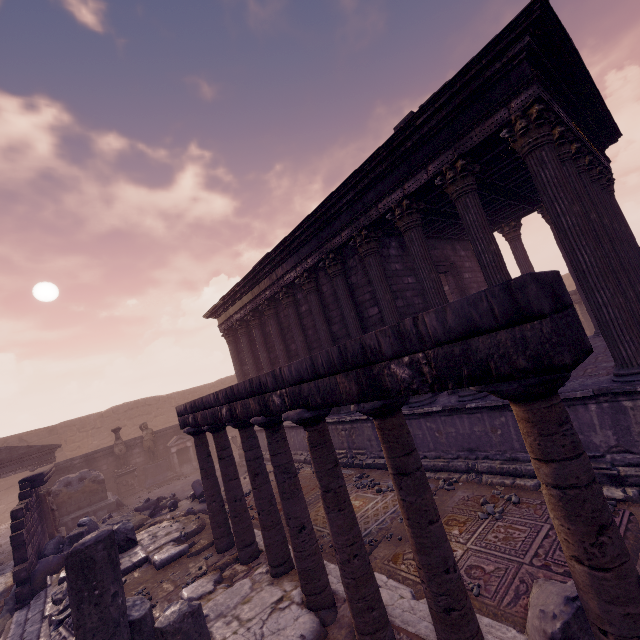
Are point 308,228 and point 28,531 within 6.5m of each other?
no

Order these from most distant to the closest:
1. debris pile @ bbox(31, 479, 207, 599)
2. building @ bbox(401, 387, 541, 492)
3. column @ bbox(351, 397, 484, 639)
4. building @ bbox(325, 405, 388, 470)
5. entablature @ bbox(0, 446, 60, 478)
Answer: entablature @ bbox(0, 446, 60, 478), building @ bbox(325, 405, 388, 470), debris pile @ bbox(31, 479, 207, 599), building @ bbox(401, 387, 541, 492), column @ bbox(351, 397, 484, 639)

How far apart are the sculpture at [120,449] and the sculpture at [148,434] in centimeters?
75cm

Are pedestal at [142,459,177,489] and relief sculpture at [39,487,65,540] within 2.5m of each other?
no

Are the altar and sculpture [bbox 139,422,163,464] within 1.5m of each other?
yes

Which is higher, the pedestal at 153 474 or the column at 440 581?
the column at 440 581

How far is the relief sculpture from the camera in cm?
1093

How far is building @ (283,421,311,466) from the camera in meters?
11.9
